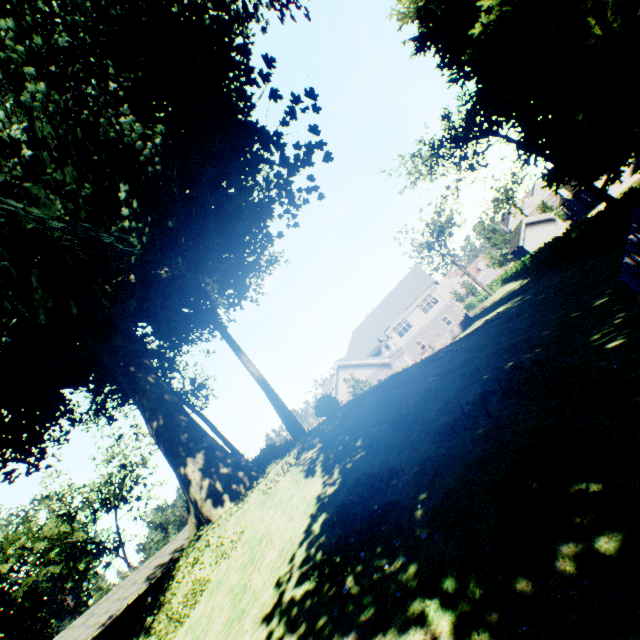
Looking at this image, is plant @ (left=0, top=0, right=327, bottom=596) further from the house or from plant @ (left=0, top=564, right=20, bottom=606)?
the house

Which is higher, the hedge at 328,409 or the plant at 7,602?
the plant at 7,602

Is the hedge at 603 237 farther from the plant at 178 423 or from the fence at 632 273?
the fence at 632 273

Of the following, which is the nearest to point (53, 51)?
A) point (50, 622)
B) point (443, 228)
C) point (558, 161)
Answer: point (558, 161)

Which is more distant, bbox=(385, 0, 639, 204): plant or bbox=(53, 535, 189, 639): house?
bbox=(53, 535, 189, 639): house

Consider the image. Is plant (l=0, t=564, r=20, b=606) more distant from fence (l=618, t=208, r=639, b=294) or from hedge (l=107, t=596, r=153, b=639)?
fence (l=618, t=208, r=639, b=294)

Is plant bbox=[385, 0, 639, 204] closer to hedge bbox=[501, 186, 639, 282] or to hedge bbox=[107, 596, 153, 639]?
hedge bbox=[501, 186, 639, 282]

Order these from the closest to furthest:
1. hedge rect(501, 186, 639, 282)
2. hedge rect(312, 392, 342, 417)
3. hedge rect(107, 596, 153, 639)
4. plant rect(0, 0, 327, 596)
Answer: plant rect(0, 0, 327, 596)
hedge rect(501, 186, 639, 282)
hedge rect(312, 392, 342, 417)
hedge rect(107, 596, 153, 639)
